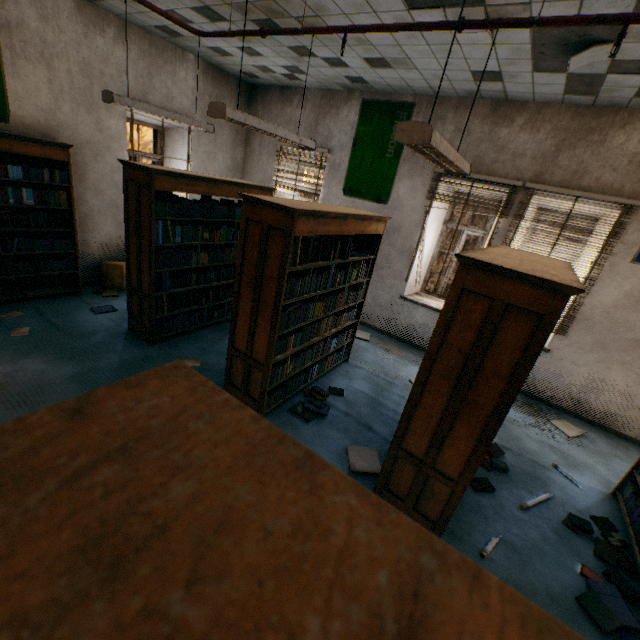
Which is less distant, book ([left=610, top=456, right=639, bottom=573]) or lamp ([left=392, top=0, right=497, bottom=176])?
lamp ([left=392, top=0, right=497, bottom=176])

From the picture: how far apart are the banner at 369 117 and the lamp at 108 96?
2.3 meters

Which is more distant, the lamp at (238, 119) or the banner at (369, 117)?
the banner at (369, 117)

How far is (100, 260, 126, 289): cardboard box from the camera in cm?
547

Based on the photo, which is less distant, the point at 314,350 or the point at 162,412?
the point at 162,412

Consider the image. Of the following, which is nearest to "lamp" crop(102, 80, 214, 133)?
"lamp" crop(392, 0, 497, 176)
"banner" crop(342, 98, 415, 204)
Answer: "banner" crop(342, 98, 415, 204)

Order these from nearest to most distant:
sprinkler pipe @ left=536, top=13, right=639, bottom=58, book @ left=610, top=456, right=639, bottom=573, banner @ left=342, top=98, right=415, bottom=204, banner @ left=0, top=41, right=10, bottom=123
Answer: sprinkler pipe @ left=536, top=13, right=639, bottom=58, book @ left=610, top=456, right=639, bottom=573, banner @ left=0, top=41, right=10, bottom=123, banner @ left=342, top=98, right=415, bottom=204

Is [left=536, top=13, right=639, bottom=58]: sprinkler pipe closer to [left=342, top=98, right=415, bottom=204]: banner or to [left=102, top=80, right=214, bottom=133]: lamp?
[left=102, top=80, right=214, bottom=133]: lamp
